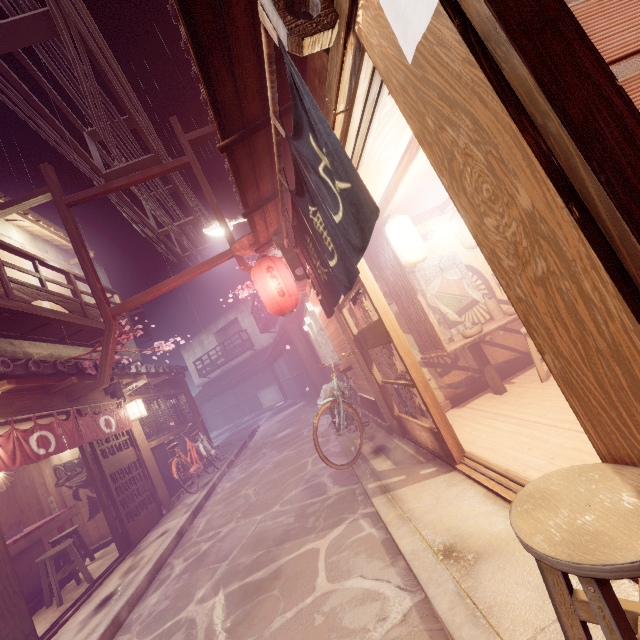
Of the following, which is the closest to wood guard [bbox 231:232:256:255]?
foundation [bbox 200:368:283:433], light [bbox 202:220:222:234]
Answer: light [bbox 202:220:222:234]

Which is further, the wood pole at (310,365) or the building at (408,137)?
the wood pole at (310,365)

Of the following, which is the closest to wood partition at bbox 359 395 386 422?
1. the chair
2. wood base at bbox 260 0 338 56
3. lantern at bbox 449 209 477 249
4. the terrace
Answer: lantern at bbox 449 209 477 249

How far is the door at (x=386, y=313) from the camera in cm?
584

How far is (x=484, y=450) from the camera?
5.88m

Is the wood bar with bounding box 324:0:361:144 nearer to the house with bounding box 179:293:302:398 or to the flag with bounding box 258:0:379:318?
the flag with bounding box 258:0:379:318

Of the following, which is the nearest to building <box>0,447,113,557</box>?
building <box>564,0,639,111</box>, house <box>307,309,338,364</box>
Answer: house <box>307,309,338,364</box>

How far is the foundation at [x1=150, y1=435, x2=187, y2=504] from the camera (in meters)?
14.69
